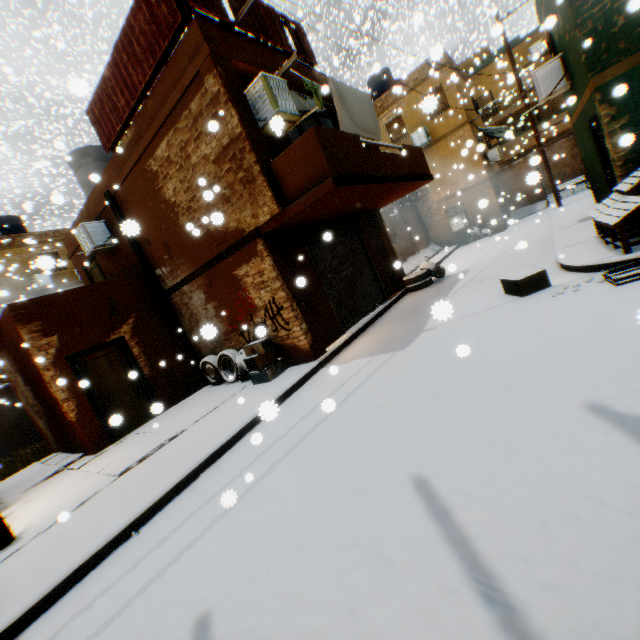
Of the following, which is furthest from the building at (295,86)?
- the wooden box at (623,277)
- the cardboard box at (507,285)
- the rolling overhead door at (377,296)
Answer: the wooden box at (623,277)

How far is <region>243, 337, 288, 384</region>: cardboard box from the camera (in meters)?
7.63

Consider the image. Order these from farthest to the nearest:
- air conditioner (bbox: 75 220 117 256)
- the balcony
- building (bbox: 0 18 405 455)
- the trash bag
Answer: the trash bag → air conditioner (bbox: 75 220 117 256) → building (bbox: 0 18 405 455) → the balcony

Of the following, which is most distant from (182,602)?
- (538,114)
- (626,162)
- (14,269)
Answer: (538,114)

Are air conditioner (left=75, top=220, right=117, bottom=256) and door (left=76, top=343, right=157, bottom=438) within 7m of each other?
yes

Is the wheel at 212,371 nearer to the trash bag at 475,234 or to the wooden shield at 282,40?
the wooden shield at 282,40

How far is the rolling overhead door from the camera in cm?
908

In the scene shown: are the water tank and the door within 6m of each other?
yes
